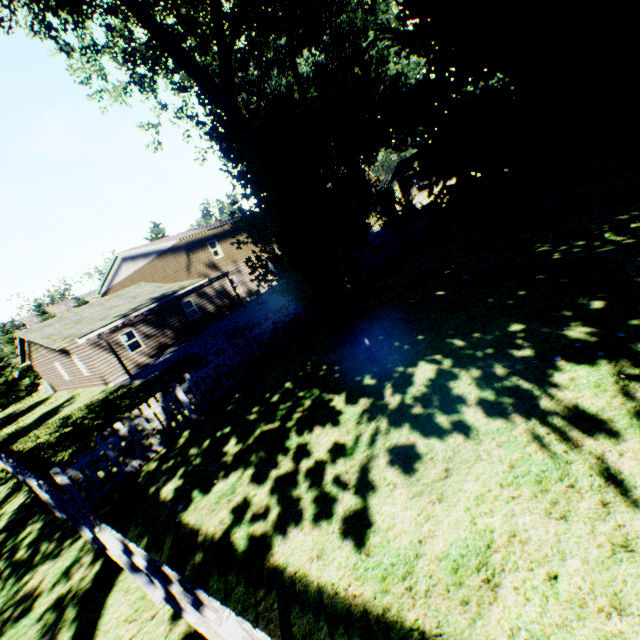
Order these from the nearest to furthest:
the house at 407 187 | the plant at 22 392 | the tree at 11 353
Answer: the plant at 22 392, the house at 407 187, the tree at 11 353

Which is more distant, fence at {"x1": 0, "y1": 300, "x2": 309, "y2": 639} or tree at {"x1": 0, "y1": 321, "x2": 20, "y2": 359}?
tree at {"x1": 0, "y1": 321, "x2": 20, "y2": 359}

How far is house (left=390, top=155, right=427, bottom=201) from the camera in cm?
4462

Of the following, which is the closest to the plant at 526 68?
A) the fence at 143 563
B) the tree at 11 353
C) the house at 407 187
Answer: the fence at 143 563

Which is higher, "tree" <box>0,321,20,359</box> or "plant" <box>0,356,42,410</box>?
"tree" <box>0,321,20,359</box>

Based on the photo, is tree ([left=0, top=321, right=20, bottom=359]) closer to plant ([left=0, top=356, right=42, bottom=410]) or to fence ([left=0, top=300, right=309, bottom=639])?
fence ([left=0, top=300, right=309, bottom=639])

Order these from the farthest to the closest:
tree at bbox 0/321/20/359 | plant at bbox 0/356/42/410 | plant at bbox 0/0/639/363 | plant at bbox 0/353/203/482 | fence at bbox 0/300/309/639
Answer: tree at bbox 0/321/20/359, plant at bbox 0/356/42/410, plant at bbox 0/353/203/482, plant at bbox 0/0/639/363, fence at bbox 0/300/309/639

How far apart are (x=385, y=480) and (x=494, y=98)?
11.95m
